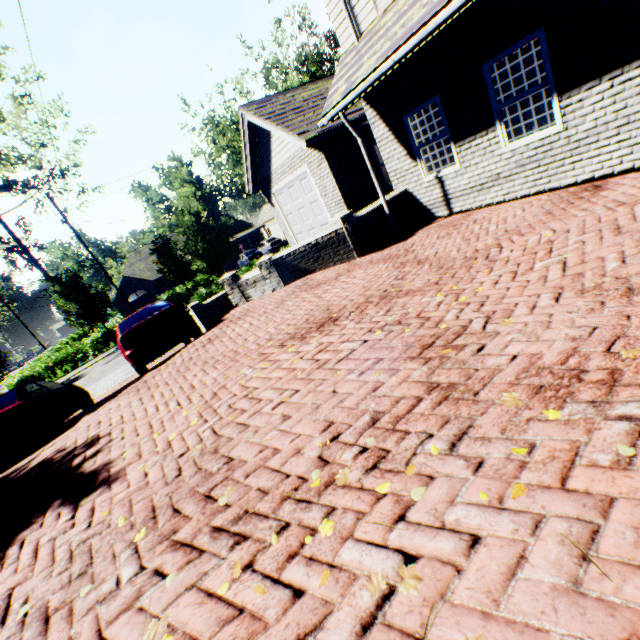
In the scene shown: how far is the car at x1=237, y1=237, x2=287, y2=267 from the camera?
23.0m

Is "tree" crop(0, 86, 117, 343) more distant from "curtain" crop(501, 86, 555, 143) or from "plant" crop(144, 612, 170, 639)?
"curtain" crop(501, 86, 555, 143)

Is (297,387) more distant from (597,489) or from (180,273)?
(180,273)

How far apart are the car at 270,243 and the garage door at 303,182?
19.2m

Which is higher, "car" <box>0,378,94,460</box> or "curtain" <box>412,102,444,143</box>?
"curtain" <box>412,102,444,143</box>

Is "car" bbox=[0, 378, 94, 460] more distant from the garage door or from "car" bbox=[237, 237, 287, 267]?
"car" bbox=[237, 237, 287, 267]

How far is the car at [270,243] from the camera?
22.95m

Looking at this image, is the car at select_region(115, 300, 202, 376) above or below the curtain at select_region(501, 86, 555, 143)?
below
